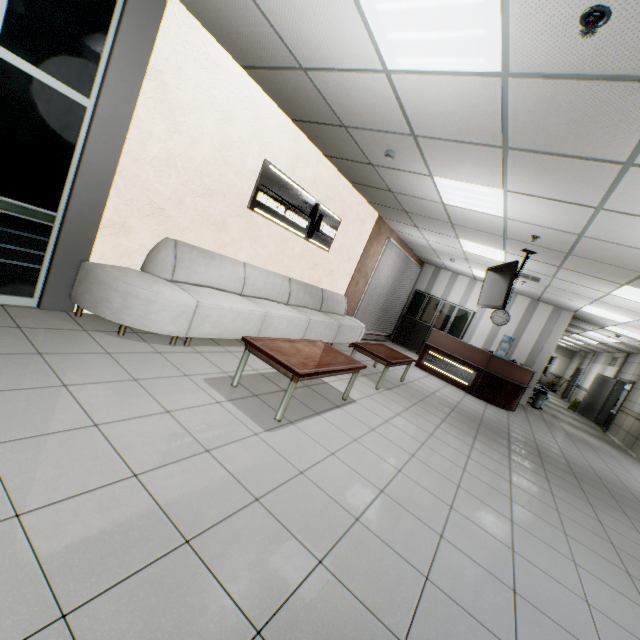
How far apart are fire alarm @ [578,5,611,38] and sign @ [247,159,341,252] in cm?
364

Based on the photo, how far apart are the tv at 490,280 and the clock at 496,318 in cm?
478

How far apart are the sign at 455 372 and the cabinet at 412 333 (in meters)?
2.81

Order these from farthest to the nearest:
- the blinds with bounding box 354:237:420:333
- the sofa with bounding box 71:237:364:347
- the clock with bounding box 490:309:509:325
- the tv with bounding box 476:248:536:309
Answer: the clock with bounding box 490:309:509:325 < the blinds with bounding box 354:237:420:333 < the tv with bounding box 476:248:536:309 < the sofa with bounding box 71:237:364:347

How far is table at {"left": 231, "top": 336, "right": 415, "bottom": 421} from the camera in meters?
3.0

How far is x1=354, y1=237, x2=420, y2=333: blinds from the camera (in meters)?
9.18

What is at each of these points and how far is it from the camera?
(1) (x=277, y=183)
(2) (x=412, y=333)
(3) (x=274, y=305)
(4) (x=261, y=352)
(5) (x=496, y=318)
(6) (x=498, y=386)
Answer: (1) sign, 5.0 meters
(2) cabinet, 11.9 meters
(3) sofa, 5.2 meters
(4) table, 3.1 meters
(5) clock, 11.0 meters
(6) desk, 8.0 meters

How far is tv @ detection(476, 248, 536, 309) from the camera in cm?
550
